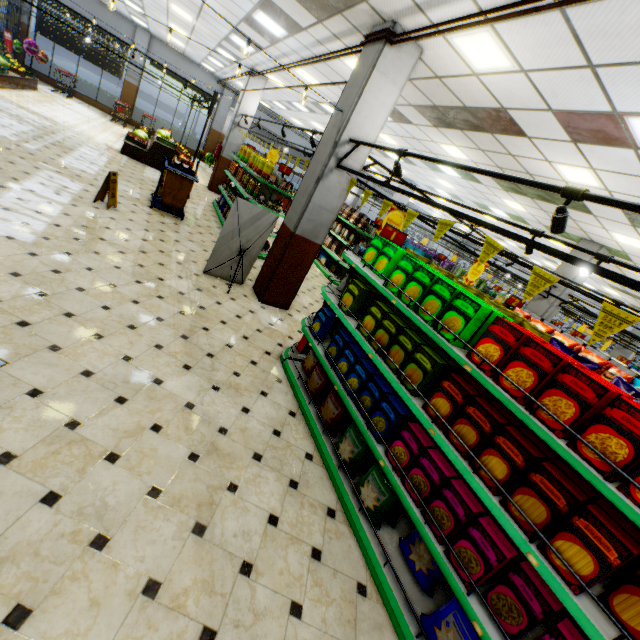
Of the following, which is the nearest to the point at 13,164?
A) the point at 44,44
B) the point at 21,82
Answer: the point at 21,82

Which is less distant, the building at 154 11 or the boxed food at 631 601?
the boxed food at 631 601

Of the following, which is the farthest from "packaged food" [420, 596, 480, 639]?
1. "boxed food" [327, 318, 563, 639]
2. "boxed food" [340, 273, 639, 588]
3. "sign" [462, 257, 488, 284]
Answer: "sign" [462, 257, 488, 284]

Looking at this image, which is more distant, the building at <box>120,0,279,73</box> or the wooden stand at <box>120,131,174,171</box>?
the wooden stand at <box>120,131,174,171</box>

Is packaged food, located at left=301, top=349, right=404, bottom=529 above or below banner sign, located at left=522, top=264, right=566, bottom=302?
below

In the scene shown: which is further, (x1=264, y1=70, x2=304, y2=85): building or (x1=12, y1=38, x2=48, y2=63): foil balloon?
(x1=12, y1=38, x2=48, y2=63): foil balloon

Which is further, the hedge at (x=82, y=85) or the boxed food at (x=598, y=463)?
the hedge at (x=82, y=85)

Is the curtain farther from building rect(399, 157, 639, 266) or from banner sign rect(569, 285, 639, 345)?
banner sign rect(569, 285, 639, 345)
